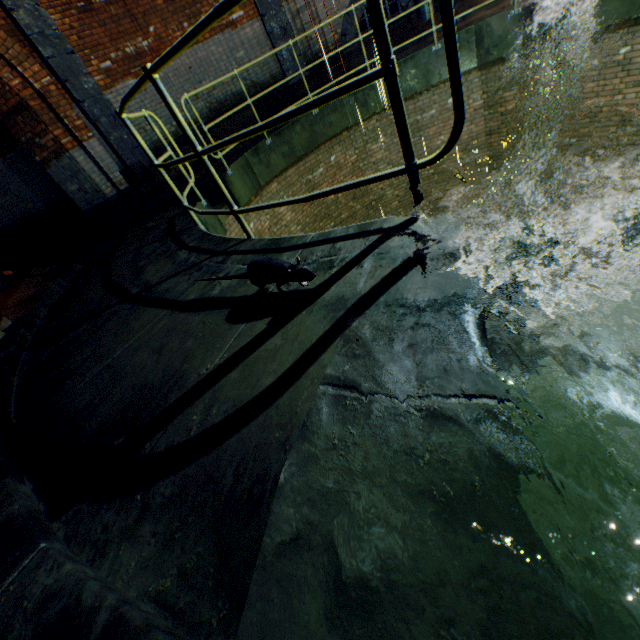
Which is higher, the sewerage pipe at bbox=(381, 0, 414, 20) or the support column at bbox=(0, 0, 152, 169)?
the support column at bbox=(0, 0, 152, 169)

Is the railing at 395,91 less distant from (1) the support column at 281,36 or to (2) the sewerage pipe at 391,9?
(1) the support column at 281,36

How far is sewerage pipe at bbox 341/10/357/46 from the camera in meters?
9.0 m

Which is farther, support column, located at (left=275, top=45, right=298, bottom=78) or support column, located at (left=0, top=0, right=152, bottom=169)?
support column, located at (left=275, top=45, right=298, bottom=78)

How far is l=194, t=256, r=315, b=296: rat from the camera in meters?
1.6 m

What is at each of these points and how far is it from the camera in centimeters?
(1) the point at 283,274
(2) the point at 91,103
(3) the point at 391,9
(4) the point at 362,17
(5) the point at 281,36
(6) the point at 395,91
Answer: (1) rat, 165cm
(2) support column, 702cm
(3) sewerage pipe, 894cm
(4) sewerage pipe, 909cm
(5) support column, 896cm
(6) railing, 150cm

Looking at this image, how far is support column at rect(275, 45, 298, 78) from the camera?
9.1 meters

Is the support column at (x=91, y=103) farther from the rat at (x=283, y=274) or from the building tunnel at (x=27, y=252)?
the rat at (x=283, y=274)
